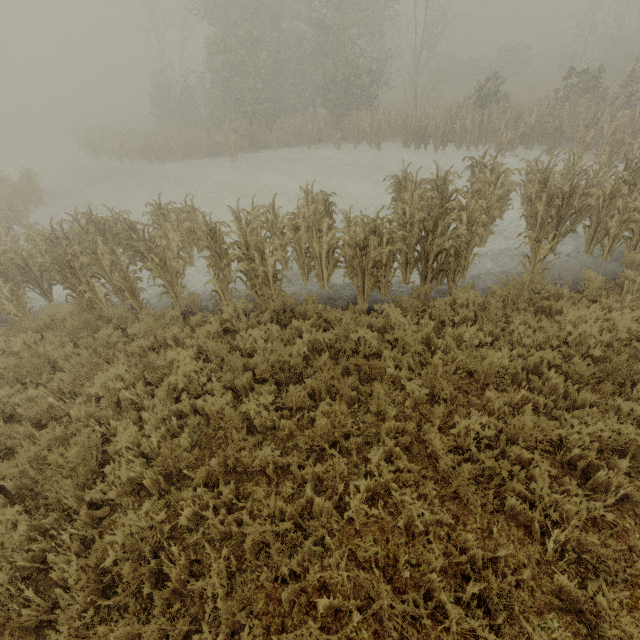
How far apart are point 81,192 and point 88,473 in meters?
21.1
